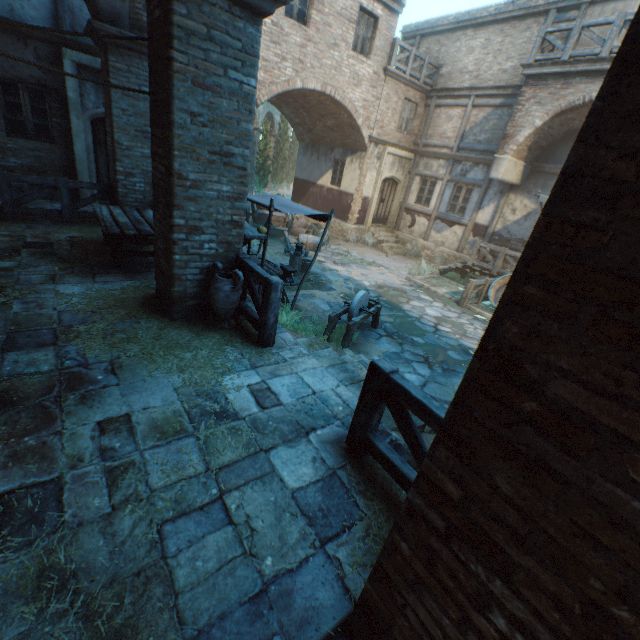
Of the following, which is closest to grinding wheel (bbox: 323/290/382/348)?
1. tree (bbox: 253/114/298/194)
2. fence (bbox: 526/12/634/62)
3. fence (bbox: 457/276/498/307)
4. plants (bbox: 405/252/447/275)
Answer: fence (bbox: 457/276/498/307)

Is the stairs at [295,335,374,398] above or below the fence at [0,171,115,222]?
below

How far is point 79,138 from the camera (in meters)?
8.88

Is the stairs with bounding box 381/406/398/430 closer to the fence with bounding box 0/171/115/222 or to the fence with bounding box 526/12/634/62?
the fence with bounding box 0/171/115/222

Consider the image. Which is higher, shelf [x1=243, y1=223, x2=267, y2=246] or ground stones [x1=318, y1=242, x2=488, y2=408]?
shelf [x1=243, y1=223, x2=267, y2=246]

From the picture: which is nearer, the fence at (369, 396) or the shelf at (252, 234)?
the fence at (369, 396)

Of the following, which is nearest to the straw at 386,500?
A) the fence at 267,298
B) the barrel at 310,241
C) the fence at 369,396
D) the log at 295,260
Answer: the fence at 369,396

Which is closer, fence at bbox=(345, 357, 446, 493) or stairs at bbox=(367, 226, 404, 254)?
fence at bbox=(345, 357, 446, 493)
